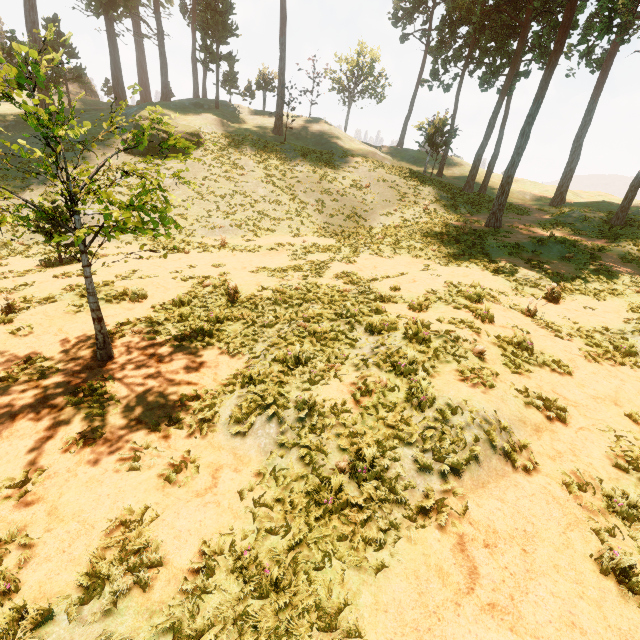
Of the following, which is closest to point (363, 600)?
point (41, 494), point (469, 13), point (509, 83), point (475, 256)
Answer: point (41, 494)

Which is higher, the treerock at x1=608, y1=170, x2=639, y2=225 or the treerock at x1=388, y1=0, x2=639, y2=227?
the treerock at x1=388, y1=0, x2=639, y2=227

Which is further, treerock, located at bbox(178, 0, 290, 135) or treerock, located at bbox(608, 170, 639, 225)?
treerock, located at bbox(178, 0, 290, 135)

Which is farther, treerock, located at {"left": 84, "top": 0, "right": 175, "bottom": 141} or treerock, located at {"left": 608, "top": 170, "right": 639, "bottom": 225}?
treerock, located at {"left": 608, "top": 170, "right": 639, "bottom": 225}

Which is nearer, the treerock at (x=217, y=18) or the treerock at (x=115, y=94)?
the treerock at (x=115, y=94)

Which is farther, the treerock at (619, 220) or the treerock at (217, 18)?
the treerock at (217, 18)

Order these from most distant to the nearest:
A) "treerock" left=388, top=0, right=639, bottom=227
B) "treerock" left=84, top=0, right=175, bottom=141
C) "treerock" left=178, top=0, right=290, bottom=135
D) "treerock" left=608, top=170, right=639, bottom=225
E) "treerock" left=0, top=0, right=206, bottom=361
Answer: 1. "treerock" left=178, top=0, right=290, bottom=135
2. "treerock" left=608, top=170, right=639, bottom=225
3. "treerock" left=388, top=0, right=639, bottom=227
4. "treerock" left=84, top=0, right=175, bottom=141
5. "treerock" left=0, top=0, right=206, bottom=361
